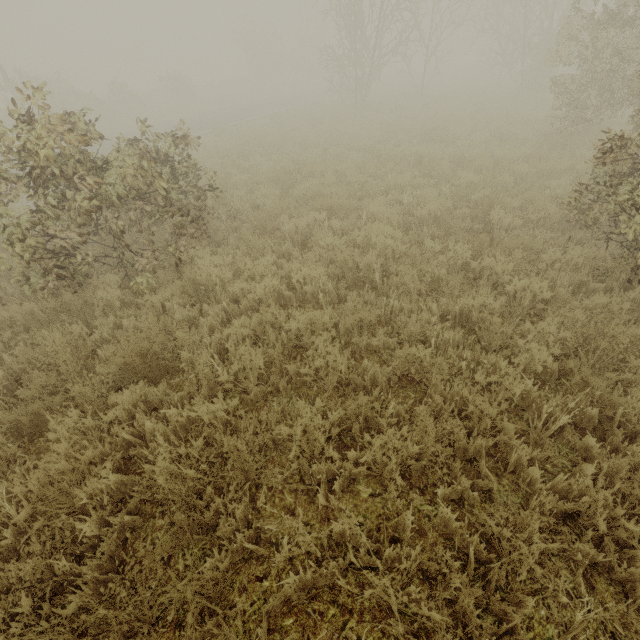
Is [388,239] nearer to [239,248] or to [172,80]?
[239,248]
